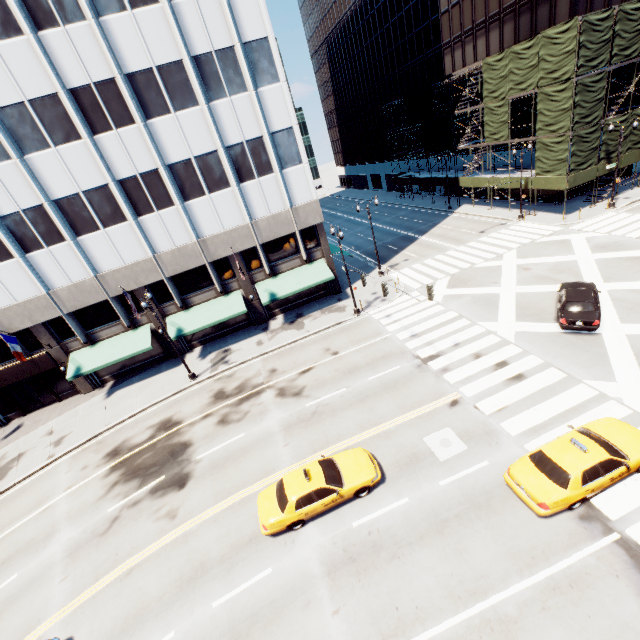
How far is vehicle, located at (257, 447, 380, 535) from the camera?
12.58m

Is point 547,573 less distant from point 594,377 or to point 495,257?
point 594,377

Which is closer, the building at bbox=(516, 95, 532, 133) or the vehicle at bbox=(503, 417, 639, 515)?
the vehicle at bbox=(503, 417, 639, 515)

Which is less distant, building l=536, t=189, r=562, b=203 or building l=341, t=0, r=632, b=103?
building l=341, t=0, r=632, b=103

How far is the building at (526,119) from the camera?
34.56m

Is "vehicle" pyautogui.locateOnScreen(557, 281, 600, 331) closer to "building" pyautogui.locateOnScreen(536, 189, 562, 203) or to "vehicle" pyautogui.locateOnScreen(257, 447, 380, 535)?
"vehicle" pyautogui.locateOnScreen(257, 447, 380, 535)

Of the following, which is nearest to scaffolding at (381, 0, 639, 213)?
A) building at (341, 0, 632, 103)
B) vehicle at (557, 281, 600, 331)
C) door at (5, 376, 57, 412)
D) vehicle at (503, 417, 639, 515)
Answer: building at (341, 0, 632, 103)
